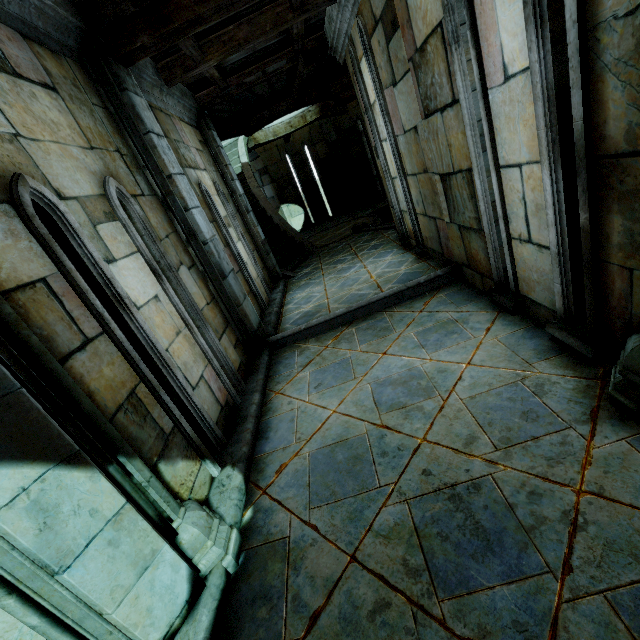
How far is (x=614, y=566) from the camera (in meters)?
1.44
